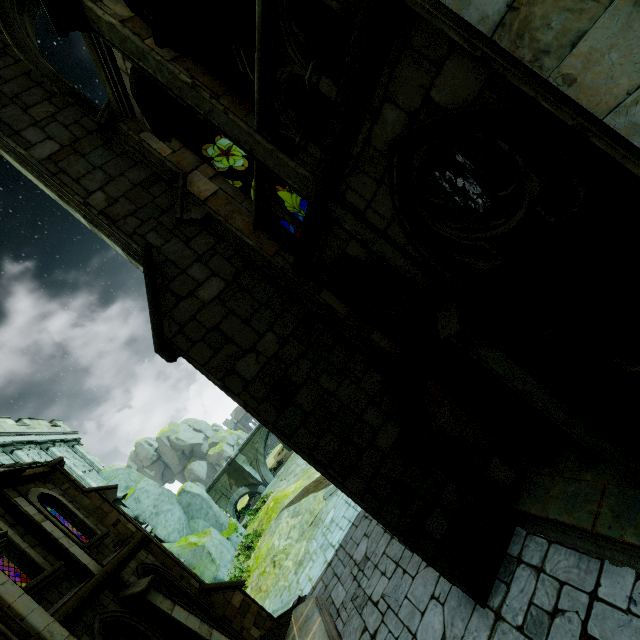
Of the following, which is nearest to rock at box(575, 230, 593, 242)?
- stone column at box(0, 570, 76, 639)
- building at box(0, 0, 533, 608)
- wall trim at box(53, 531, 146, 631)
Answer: building at box(0, 0, 533, 608)

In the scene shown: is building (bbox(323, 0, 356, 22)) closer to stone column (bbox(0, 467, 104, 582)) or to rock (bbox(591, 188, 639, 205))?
rock (bbox(591, 188, 639, 205))

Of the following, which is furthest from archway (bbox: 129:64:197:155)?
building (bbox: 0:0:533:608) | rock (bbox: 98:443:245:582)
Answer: rock (bbox: 98:443:245:582)

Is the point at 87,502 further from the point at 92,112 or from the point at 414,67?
the point at 414,67

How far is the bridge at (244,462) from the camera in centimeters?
3186cm

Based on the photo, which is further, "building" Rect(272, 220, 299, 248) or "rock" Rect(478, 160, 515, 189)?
"building" Rect(272, 220, 299, 248)

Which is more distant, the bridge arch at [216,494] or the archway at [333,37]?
the bridge arch at [216,494]

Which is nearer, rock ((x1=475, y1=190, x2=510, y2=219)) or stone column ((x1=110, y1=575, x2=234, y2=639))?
rock ((x1=475, y1=190, x2=510, y2=219))
